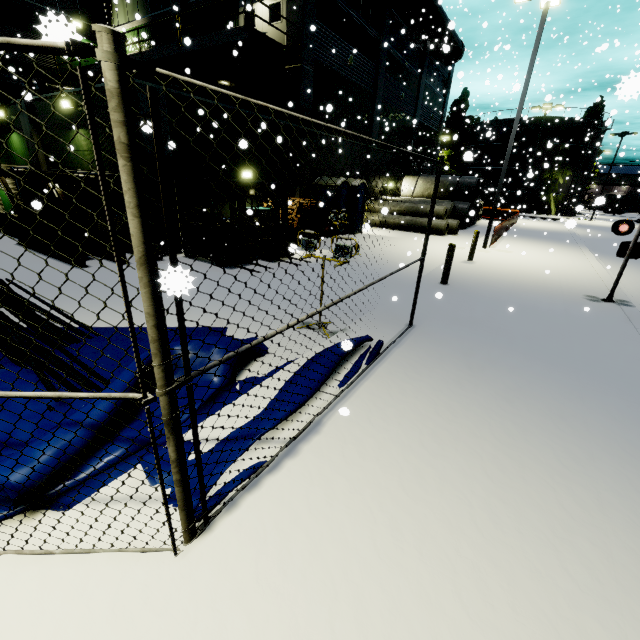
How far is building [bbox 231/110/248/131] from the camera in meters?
12.5 m

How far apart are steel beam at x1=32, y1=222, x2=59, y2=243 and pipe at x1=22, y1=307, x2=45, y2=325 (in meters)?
1.52

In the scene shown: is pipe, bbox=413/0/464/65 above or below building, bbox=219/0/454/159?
above

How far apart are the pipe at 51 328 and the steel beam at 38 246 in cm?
152

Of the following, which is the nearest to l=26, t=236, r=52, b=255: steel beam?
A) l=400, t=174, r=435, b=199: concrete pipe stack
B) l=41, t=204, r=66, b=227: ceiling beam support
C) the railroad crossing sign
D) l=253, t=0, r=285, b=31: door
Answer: l=41, t=204, r=66, b=227: ceiling beam support

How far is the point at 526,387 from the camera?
4.7m

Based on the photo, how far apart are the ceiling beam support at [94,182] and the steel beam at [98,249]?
A: 0.7 meters

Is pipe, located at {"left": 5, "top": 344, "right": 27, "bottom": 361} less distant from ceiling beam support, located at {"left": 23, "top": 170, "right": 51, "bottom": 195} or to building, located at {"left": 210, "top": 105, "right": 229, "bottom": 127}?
building, located at {"left": 210, "top": 105, "right": 229, "bottom": 127}
